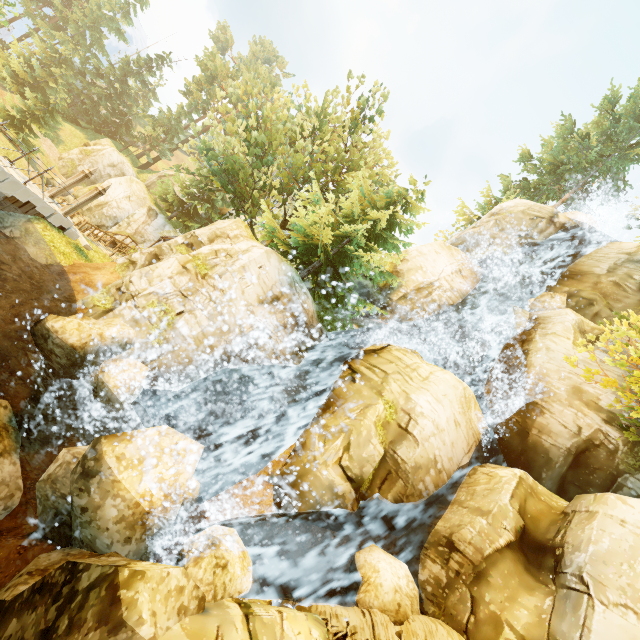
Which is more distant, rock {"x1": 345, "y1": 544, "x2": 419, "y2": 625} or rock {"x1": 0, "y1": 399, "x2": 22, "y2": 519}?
rock {"x1": 0, "y1": 399, "x2": 22, "y2": 519}

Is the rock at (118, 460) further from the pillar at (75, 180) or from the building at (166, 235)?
the building at (166, 235)

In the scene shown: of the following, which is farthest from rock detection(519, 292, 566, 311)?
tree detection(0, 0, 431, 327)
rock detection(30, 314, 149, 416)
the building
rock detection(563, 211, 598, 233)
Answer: the building

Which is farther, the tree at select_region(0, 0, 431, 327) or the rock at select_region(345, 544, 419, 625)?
the tree at select_region(0, 0, 431, 327)

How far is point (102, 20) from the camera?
53.6 meters

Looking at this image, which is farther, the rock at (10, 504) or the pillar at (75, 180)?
the pillar at (75, 180)

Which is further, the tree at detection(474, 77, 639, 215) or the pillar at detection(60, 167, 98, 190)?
the tree at detection(474, 77, 639, 215)

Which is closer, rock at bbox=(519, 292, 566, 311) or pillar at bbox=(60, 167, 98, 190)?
pillar at bbox=(60, 167, 98, 190)
